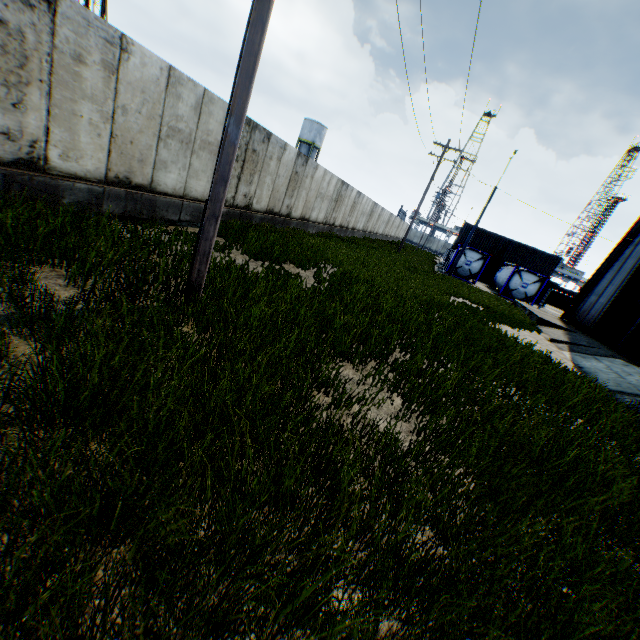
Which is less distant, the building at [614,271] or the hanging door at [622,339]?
the hanging door at [622,339]

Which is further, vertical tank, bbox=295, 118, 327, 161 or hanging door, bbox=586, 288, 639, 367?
vertical tank, bbox=295, 118, 327, 161

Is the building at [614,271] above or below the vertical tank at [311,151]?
below

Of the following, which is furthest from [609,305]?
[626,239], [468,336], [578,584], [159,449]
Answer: [159,449]

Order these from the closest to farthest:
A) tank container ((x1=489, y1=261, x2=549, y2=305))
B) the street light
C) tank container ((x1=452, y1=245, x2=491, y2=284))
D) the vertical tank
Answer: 1. the street light
2. tank container ((x1=489, y1=261, x2=549, y2=305))
3. tank container ((x1=452, y1=245, x2=491, y2=284))
4. the vertical tank

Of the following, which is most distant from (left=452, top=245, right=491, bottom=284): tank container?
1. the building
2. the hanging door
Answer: the hanging door

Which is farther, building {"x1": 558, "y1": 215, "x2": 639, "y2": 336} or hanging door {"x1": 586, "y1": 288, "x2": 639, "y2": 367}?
building {"x1": 558, "y1": 215, "x2": 639, "y2": 336}

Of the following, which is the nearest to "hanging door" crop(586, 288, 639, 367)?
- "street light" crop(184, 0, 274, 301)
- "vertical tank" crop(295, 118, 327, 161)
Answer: "street light" crop(184, 0, 274, 301)
